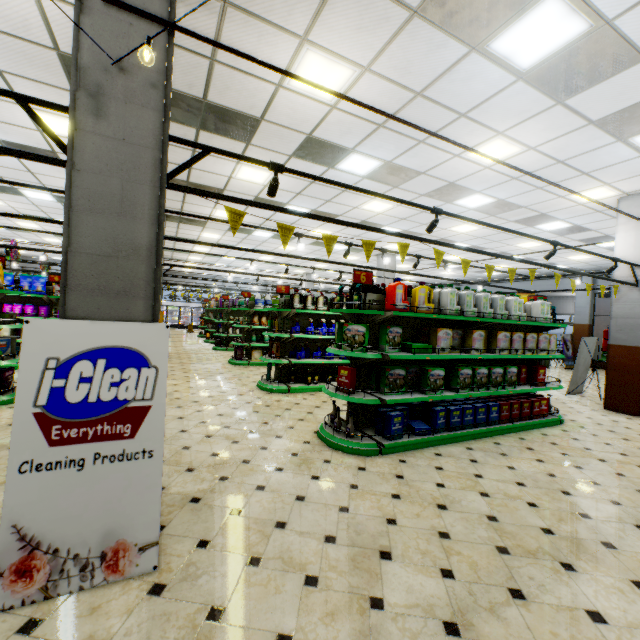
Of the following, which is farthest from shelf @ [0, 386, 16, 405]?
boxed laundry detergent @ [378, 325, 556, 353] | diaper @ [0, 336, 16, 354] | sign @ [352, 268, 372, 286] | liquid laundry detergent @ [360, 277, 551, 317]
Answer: liquid laundry detergent @ [360, 277, 551, 317]

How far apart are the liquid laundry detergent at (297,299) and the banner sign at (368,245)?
3.8m

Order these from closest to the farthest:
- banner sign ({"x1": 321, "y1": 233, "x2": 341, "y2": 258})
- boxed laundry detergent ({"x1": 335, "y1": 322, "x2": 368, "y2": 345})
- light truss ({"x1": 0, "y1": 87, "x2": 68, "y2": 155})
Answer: light truss ({"x1": 0, "y1": 87, "x2": 68, "y2": 155}) < banner sign ({"x1": 321, "y1": 233, "x2": 341, "y2": 258}) < boxed laundry detergent ({"x1": 335, "y1": 322, "x2": 368, "y2": 345})

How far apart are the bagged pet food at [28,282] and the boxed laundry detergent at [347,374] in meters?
8.5 m

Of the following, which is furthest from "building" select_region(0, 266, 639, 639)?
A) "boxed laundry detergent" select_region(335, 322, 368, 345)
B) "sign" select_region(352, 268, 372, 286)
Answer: "sign" select_region(352, 268, 372, 286)

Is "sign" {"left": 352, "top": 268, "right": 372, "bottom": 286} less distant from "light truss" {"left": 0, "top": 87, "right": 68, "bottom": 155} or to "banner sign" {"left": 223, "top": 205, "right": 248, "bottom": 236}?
"banner sign" {"left": 223, "top": 205, "right": 248, "bottom": 236}

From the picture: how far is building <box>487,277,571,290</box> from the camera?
17.77m

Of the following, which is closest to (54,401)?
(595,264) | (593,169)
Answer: (593,169)
